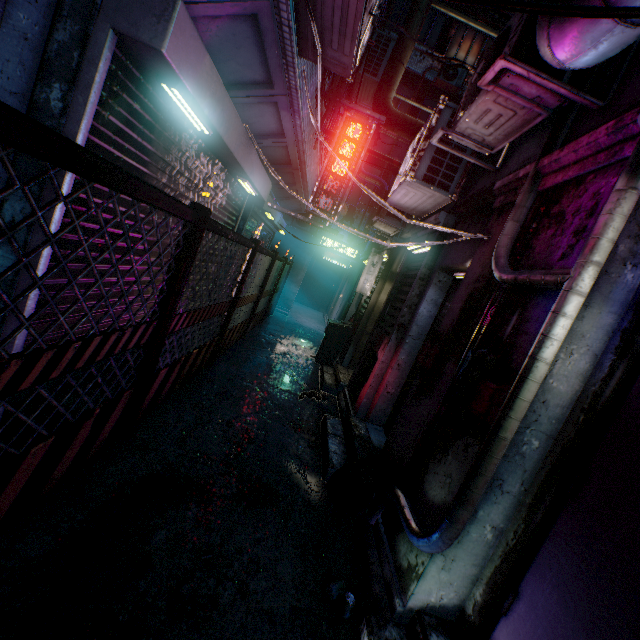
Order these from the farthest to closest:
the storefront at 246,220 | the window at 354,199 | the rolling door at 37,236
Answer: the window at 354,199
the storefront at 246,220
the rolling door at 37,236

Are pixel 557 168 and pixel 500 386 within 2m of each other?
yes

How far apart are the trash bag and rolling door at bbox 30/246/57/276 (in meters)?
2.34

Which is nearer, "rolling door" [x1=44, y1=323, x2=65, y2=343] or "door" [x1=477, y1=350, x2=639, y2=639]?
"door" [x1=477, y1=350, x2=639, y2=639]

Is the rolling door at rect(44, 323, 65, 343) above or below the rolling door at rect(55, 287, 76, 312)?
below

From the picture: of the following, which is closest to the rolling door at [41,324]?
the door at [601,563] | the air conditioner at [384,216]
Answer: the air conditioner at [384,216]

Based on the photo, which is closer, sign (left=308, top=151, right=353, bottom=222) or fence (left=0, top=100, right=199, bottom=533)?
fence (left=0, top=100, right=199, bottom=533)

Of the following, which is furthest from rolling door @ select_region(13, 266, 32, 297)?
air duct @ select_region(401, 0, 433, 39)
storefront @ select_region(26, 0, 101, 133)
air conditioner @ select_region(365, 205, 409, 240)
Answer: air duct @ select_region(401, 0, 433, 39)
